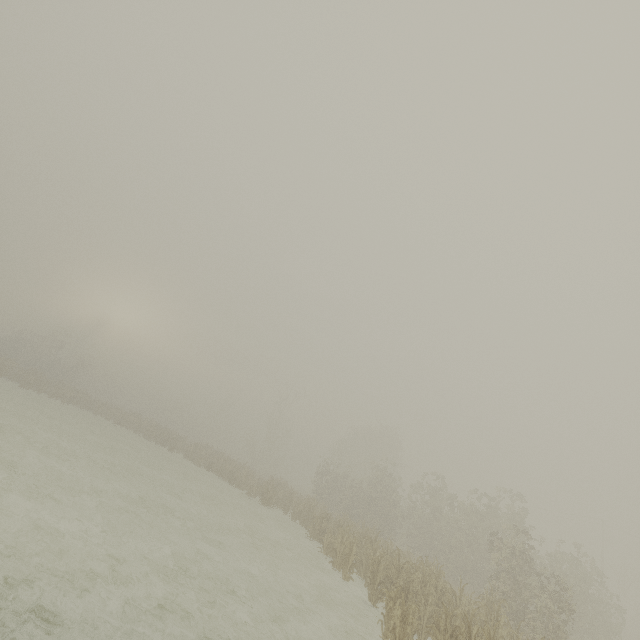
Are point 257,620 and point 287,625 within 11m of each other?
yes
